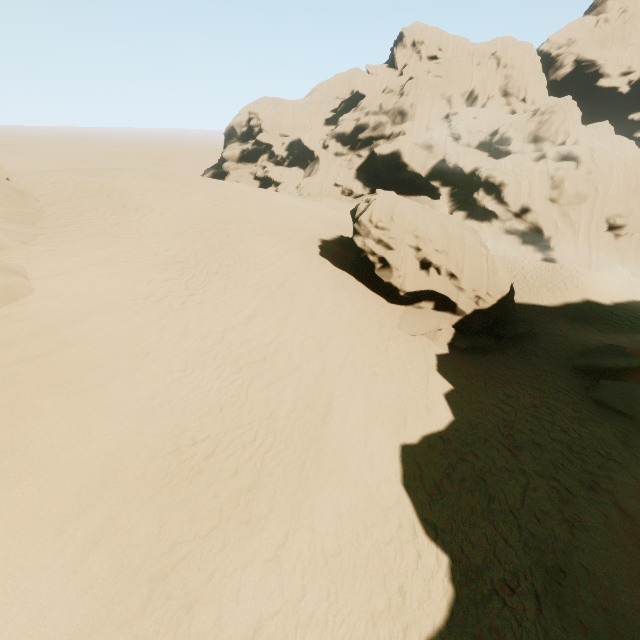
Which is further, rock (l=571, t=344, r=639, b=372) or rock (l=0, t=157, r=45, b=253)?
rock (l=571, t=344, r=639, b=372)

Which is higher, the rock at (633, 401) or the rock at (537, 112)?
the rock at (537, 112)

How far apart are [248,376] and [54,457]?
4.7m

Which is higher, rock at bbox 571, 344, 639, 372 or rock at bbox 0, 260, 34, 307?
rock at bbox 0, 260, 34, 307

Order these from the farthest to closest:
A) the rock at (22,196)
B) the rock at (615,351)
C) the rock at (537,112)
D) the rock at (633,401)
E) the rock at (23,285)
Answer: the rock at (537,112), the rock at (615,351), the rock at (633,401), the rock at (22,196), the rock at (23,285)

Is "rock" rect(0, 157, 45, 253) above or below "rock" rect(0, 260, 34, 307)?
above

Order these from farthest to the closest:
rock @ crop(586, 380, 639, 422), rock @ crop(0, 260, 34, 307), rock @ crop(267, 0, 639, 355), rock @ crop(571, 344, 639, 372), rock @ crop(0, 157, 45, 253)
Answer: rock @ crop(267, 0, 639, 355) < rock @ crop(571, 344, 639, 372) < rock @ crop(586, 380, 639, 422) < rock @ crop(0, 157, 45, 253) < rock @ crop(0, 260, 34, 307)
